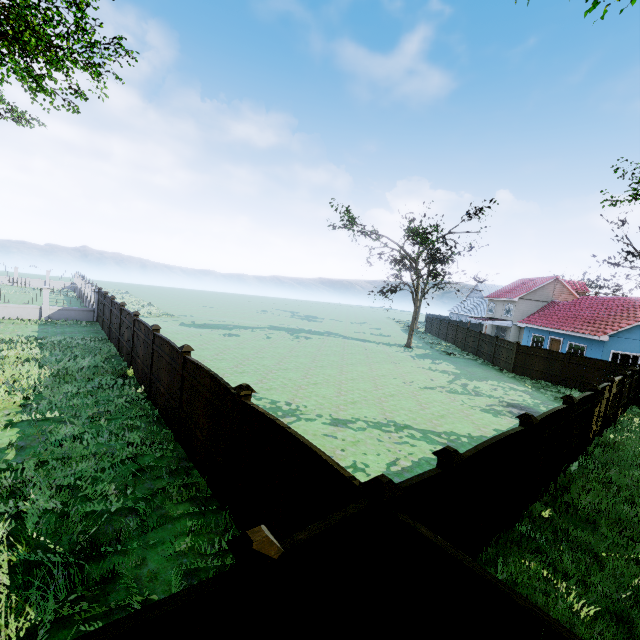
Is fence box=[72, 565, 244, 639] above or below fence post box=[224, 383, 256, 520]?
below

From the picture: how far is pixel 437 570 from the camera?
2.8 meters

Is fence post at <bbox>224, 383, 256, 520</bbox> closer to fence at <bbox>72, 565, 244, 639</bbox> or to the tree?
fence at <bbox>72, 565, 244, 639</bbox>

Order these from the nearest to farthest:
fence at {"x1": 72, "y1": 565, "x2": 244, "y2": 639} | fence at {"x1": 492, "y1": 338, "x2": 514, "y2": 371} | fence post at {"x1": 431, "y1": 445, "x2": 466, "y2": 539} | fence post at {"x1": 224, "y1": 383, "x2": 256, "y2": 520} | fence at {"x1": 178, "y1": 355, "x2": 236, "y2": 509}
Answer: fence at {"x1": 72, "y1": 565, "x2": 244, "y2": 639}, fence post at {"x1": 431, "y1": 445, "x2": 466, "y2": 539}, fence post at {"x1": 224, "y1": 383, "x2": 256, "y2": 520}, fence at {"x1": 178, "y1": 355, "x2": 236, "y2": 509}, fence at {"x1": 492, "y1": 338, "x2": 514, "y2": 371}

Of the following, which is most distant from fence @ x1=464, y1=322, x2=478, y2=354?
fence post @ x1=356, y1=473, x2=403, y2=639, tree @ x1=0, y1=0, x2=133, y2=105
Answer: tree @ x1=0, y1=0, x2=133, y2=105

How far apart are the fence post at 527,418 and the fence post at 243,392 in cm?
507

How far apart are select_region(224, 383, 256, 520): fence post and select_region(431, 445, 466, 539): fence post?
3.2 meters

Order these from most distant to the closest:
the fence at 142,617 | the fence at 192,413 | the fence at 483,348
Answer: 1. the fence at 483,348
2. the fence at 192,413
3. the fence at 142,617
